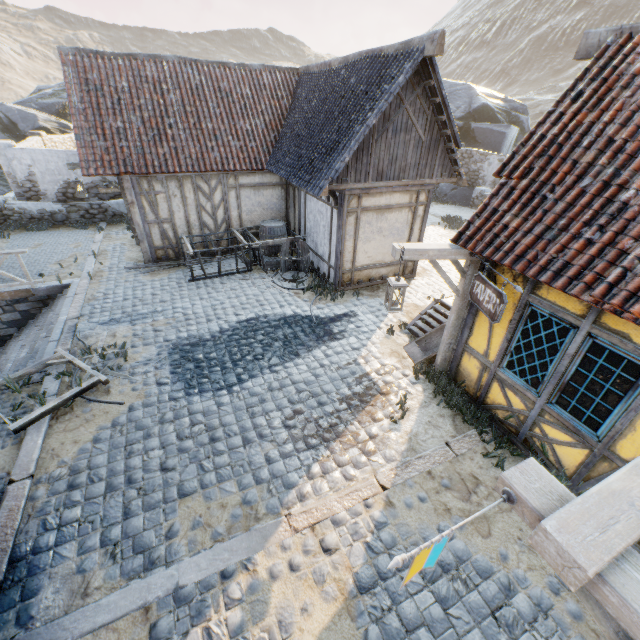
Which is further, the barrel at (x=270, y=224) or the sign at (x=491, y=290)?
the barrel at (x=270, y=224)

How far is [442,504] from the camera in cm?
461

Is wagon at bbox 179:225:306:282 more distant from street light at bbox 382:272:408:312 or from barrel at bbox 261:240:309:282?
street light at bbox 382:272:408:312

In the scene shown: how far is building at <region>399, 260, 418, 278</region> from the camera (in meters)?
10.53

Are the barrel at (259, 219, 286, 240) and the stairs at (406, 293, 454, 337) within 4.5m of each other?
no

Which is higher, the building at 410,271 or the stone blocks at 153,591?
the building at 410,271

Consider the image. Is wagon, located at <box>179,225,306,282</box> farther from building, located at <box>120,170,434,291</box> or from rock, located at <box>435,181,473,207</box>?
rock, located at <box>435,181,473,207</box>

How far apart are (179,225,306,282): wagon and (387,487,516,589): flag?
9.4 meters
